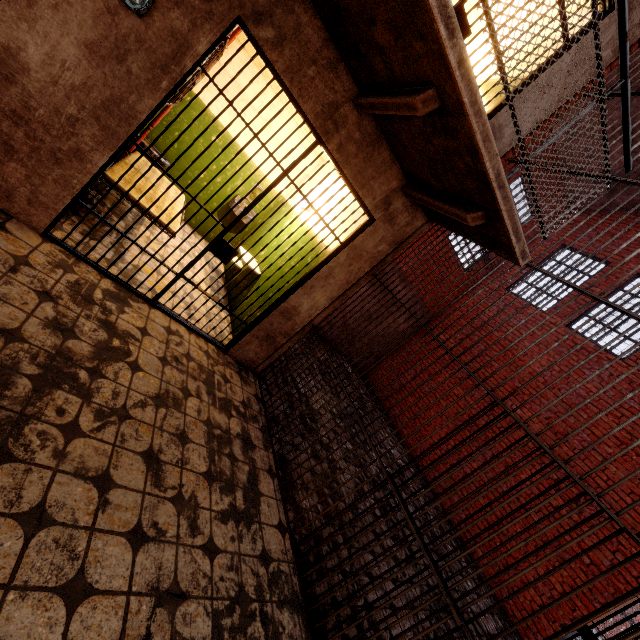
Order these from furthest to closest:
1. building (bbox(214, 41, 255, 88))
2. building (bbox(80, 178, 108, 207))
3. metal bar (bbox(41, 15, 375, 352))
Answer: building (bbox(214, 41, 255, 88)) → building (bbox(80, 178, 108, 207)) → metal bar (bbox(41, 15, 375, 352))

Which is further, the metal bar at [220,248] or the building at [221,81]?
the building at [221,81]

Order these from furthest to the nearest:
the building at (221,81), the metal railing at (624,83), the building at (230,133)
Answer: the building at (230,133) → the building at (221,81) → the metal railing at (624,83)

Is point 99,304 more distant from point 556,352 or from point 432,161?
point 556,352

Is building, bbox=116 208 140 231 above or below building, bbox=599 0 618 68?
below

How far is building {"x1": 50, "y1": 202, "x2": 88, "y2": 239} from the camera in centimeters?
297cm

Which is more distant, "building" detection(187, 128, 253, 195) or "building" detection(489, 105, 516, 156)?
"building" detection(187, 128, 253, 195)
